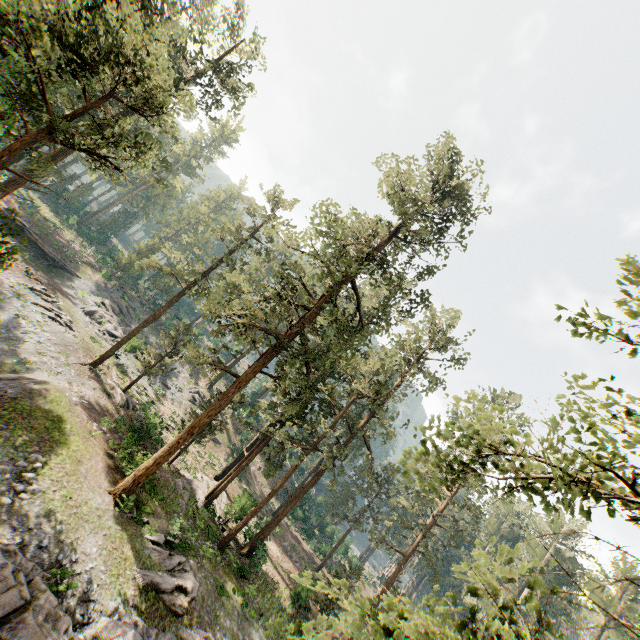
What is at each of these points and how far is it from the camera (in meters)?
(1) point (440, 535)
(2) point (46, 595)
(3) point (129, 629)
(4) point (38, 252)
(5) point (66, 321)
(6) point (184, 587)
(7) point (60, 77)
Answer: (1) foliage, 29.34
(2) rock, 11.05
(3) rock, 12.71
(4) ground embankment, 39.59
(5) foliage, 31.12
(6) foliage, 16.45
(7) foliage, 9.34

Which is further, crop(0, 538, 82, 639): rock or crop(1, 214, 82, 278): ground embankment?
crop(1, 214, 82, 278): ground embankment

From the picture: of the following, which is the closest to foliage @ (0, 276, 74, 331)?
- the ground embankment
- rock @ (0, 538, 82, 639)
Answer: rock @ (0, 538, 82, 639)

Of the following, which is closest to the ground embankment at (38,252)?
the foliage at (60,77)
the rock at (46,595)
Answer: the foliage at (60,77)

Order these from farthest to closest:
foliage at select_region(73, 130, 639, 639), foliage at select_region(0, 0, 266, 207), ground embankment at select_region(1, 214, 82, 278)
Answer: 1. ground embankment at select_region(1, 214, 82, 278)
2. foliage at select_region(0, 0, 266, 207)
3. foliage at select_region(73, 130, 639, 639)

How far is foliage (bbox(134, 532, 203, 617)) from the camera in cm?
1539

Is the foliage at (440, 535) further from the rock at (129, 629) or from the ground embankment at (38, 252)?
the ground embankment at (38, 252)
